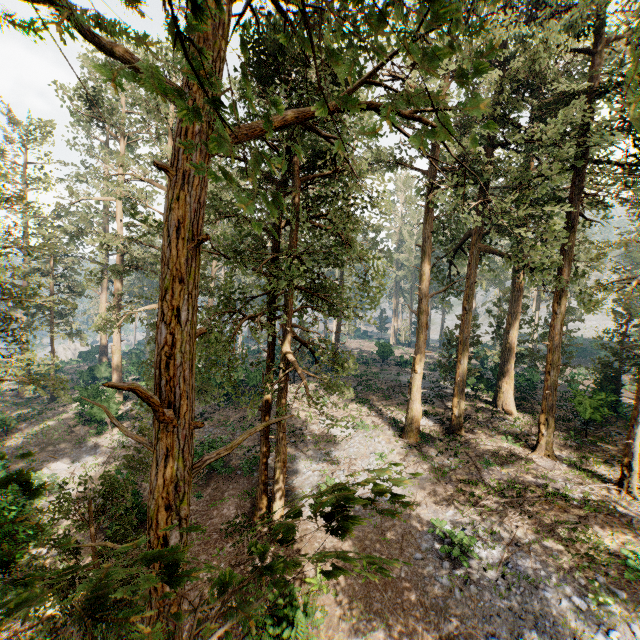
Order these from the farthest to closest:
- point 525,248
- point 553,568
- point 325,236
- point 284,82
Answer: point 325,236, point 525,248, point 553,568, point 284,82

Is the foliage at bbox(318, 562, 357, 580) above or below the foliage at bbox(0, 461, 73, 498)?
above

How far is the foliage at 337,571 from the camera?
2.1 meters

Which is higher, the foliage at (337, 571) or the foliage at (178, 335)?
the foliage at (337, 571)

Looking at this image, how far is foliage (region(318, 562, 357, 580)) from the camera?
2.1 meters
